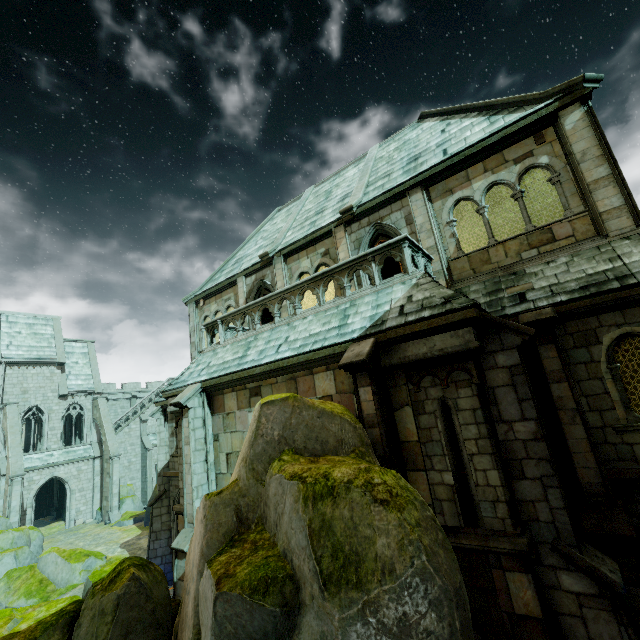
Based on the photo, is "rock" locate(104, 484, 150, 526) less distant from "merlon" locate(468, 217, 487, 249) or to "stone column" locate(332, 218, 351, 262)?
"stone column" locate(332, 218, 351, 262)

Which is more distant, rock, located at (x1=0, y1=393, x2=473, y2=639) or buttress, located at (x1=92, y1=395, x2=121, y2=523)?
buttress, located at (x1=92, y1=395, x2=121, y2=523)

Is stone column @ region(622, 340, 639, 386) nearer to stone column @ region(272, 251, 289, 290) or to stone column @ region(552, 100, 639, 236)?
stone column @ region(552, 100, 639, 236)

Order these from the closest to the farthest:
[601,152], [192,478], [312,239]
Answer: [601,152]
[192,478]
[312,239]

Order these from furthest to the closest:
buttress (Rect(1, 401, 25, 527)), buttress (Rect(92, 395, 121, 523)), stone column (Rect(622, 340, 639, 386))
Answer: buttress (Rect(92, 395, 121, 523)) < buttress (Rect(1, 401, 25, 527)) < stone column (Rect(622, 340, 639, 386))

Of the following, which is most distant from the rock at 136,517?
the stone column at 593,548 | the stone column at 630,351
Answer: the stone column at 630,351

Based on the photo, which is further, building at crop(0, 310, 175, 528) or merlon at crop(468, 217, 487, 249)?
building at crop(0, 310, 175, 528)

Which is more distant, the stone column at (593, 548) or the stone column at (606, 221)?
the stone column at (606, 221)
